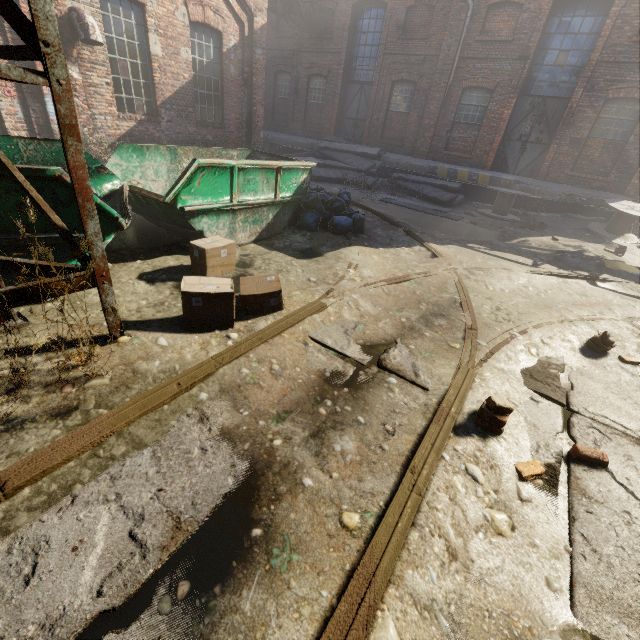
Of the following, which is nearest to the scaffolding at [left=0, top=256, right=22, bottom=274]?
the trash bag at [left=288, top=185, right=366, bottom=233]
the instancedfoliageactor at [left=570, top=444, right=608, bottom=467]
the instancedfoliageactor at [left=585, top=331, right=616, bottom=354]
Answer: the instancedfoliageactor at [left=570, top=444, right=608, bottom=467]

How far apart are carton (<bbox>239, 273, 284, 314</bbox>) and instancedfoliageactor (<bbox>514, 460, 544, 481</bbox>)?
2.7m

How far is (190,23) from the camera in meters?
10.1

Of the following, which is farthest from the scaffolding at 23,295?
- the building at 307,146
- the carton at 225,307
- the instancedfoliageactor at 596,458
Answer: the building at 307,146

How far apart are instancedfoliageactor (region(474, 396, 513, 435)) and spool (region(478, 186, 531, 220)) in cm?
1146

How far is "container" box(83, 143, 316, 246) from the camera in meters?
4.4

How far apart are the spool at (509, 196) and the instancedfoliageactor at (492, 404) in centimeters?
1146cm

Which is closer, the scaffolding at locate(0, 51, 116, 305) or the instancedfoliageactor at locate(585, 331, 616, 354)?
the scaffolding at locate(0, 51, 116, 305)
